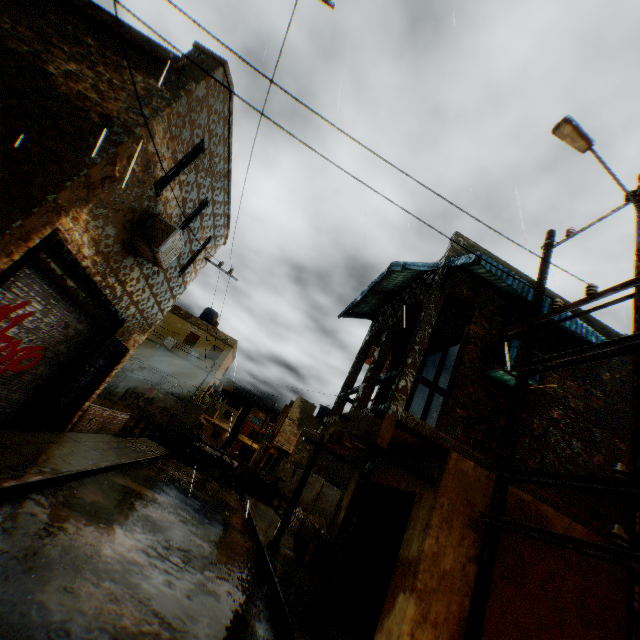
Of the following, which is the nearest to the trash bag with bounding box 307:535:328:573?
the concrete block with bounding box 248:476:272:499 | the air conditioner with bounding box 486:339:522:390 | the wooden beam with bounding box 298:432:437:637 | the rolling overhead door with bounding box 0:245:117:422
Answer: the rolling overhead door with bounding box 0:245:117:422

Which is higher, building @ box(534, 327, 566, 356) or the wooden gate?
building @ box(534, 327, 566, 356)

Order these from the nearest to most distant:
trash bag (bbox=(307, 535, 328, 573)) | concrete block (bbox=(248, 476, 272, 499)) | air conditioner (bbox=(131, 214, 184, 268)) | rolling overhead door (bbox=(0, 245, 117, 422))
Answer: rolling overhead door (bbox=(0, 245, 117, 422)) → air conditioner (bbox=(131, 214, 184, 268)) → trash bag (bbox=(307, 535, 328, 573)) → concrete block (bbox=(248, 476, 272, 499))

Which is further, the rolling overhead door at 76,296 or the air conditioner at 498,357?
the air conditioner at 498,357

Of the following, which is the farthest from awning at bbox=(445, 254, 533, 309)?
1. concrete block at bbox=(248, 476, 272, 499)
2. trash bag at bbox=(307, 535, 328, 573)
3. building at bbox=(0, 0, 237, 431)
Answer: concrete block at bbox=(248, 476, 272, 499)

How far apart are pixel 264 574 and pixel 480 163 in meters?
9.9

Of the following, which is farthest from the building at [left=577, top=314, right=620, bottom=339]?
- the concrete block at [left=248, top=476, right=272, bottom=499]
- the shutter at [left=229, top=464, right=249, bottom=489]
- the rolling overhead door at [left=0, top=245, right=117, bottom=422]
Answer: the shutter at [left=229, top=464, right=249, bottom=489]

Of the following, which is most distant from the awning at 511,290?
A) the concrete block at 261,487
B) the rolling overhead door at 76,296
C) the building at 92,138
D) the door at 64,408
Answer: the concrete block at 261,487
